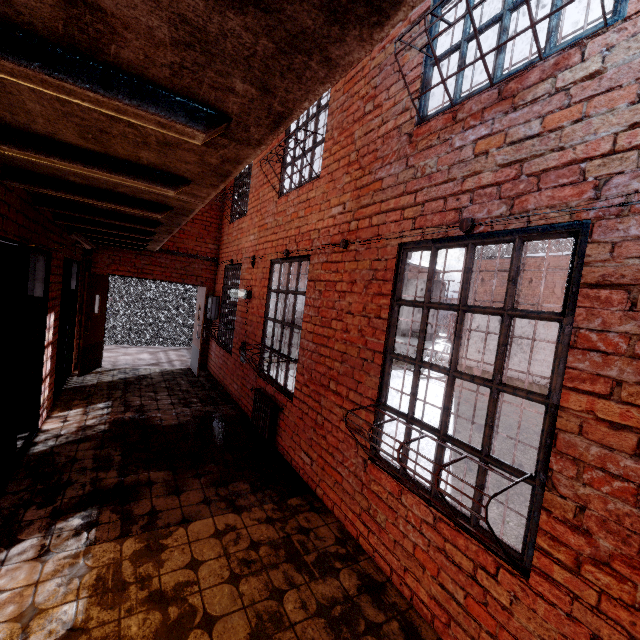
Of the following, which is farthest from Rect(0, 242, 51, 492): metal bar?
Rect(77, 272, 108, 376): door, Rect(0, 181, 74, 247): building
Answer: Rect(77, 272, 108, 376): door

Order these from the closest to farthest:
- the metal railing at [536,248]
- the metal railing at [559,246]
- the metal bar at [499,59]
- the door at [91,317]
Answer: the metal bar at [499,59], the door at [91,317], the metal railing at [559,246], the metal railing at [536,248]

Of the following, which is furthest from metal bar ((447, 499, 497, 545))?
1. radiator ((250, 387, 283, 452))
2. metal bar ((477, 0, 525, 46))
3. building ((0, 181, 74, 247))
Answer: radiator ((250, 387, 283, 452))

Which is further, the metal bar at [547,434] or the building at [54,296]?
the building at [54,296]

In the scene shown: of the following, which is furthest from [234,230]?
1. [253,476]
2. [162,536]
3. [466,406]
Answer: [466,406]

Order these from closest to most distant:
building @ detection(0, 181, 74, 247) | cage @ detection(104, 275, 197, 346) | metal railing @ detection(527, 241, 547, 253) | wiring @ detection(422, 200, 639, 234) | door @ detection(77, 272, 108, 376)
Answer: wiring @ detection(422, 200, 639, 234), building @ detection(0, 181, 74, 247), door @ detection(77, 272, 108, 376), cage @ detection(104, 275, 197, 346), metal railing @ detection(527, 241, 547, 253)

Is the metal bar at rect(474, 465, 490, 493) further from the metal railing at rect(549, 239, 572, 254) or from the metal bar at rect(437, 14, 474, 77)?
the metal railing at rect(549, 239, 572, 254)

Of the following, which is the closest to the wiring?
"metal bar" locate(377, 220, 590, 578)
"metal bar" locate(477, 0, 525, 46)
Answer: "metal bar" locate(377, 220, 590, 578)
